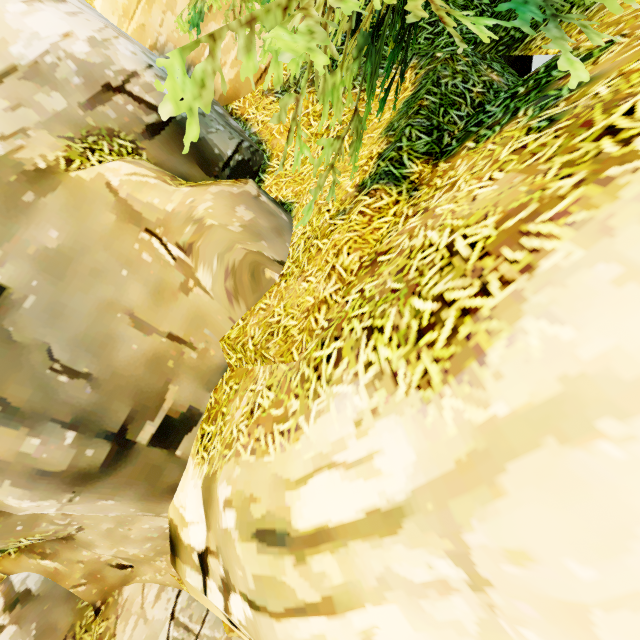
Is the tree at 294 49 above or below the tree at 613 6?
above

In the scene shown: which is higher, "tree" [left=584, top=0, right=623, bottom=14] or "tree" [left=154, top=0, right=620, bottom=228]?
"tree" [left=154, top=0, right=620, bottom=228]

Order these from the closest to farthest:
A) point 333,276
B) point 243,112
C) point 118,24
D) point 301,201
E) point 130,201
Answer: point 333,276 → point 130,201 → point 301,201 → point 118,24 → point 243,112
